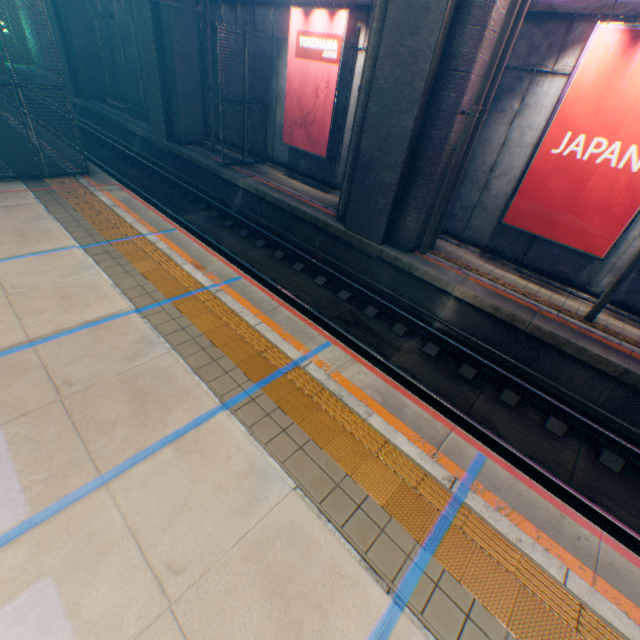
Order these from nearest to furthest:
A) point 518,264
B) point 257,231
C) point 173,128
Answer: point 518,264, point 257,231, point 173,128

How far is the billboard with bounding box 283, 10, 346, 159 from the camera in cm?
1091

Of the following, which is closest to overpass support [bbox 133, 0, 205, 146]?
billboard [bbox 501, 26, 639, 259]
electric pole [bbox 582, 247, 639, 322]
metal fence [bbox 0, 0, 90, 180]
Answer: metal fence [bbox 0, 0, 90, 180]

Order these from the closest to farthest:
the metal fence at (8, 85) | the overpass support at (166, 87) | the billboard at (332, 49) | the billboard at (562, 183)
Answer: the billboard at (562, 183), the metal fence at (8, 85), the billboard at (332, 49), the overpass support at (166, 87)

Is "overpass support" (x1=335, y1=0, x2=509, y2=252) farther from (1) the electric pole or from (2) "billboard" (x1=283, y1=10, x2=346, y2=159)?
(1) the electric pole

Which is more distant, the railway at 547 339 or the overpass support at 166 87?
the overpass support at 166 87

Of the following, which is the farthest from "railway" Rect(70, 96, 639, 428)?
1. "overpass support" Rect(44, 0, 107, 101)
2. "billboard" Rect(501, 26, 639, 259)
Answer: "billboard" Rect(501, 26, 639, 259)

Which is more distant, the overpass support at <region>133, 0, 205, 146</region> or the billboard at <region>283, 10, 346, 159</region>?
the overpass support at <region>133, 0, 205, 146</region>
